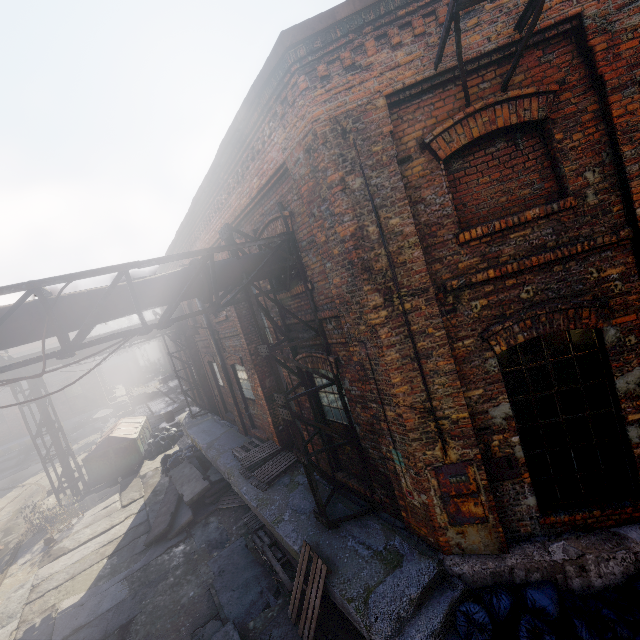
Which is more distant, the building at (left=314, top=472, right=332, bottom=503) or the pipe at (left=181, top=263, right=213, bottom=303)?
the building at (left=314, top=472, right=332, bottom=503)

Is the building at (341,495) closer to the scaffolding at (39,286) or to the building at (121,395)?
the scaffolding at (39,286)

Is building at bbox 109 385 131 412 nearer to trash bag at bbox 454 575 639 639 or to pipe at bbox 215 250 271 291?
pipe at bbox 215 250 271 291

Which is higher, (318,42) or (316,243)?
(318,42)

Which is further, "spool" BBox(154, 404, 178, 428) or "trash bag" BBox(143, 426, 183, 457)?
"spool" BBox(154, 404, 178, 428)

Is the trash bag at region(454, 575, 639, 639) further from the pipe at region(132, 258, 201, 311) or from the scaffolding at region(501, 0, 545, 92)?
the scaffolding at region(501, 0, 545, 92)

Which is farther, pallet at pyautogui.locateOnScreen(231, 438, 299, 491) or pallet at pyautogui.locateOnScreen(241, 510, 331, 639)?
pallet at pyautogui.locateOnScreen(231, 438, 299, 491)

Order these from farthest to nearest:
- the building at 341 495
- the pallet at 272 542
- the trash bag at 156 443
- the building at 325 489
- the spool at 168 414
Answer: the spool at 168 414
the trash bag at 156 443
the building at 325 489
the building at 341 495
the pallet at 272 542
